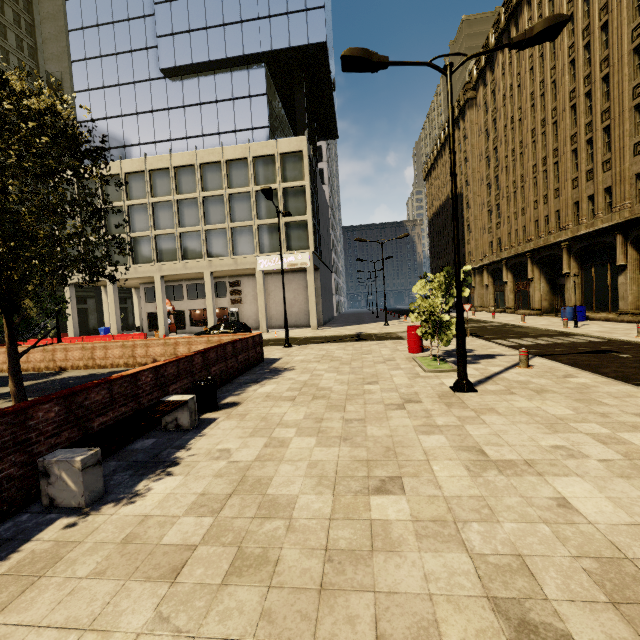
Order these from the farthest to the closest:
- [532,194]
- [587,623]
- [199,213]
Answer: [199,213]
[532,194]
[587,623]

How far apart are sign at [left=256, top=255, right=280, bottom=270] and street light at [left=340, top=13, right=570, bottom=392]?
20.6 meters

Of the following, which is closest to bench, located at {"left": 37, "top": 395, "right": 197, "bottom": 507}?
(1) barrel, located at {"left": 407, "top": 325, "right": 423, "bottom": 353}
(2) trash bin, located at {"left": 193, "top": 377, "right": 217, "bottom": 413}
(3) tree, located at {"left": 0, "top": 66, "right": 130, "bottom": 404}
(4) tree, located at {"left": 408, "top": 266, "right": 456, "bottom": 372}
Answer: (2) trash bin, located at {"left": 193, "top": 377, "right": 217, "bottom": 413}

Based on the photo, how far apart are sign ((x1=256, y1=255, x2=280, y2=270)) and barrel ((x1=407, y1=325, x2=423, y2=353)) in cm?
1623

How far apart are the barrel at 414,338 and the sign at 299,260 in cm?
1623

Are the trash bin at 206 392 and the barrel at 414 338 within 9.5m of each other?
yes

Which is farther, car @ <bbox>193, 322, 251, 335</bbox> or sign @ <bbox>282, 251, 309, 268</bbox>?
sign @ <bbox>282, 251, 309, 268</bbox>

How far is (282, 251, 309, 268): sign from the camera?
28.4 meters
